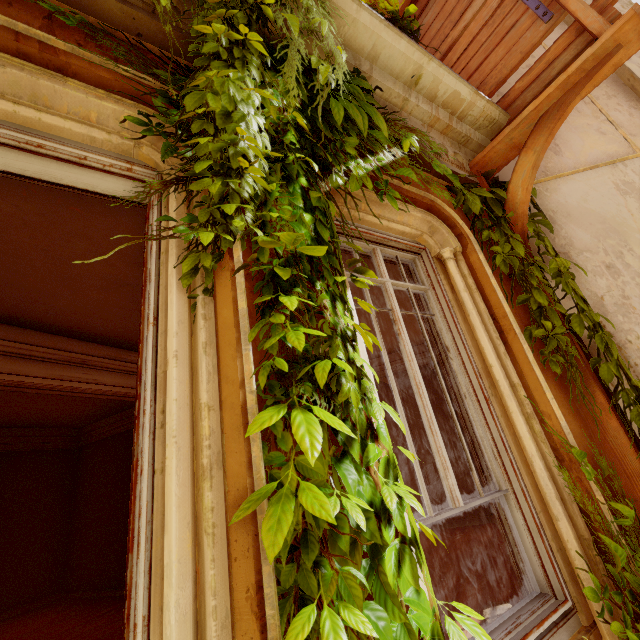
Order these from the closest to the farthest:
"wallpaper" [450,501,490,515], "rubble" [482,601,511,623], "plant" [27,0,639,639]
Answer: "plant" [27,0,639,639] < "rubble" [482,601,511,623] < "wallpaper" [450,501,490,515]

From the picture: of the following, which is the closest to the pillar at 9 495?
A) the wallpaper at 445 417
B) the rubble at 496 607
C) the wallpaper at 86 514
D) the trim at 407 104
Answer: the wallpaper at 86 514

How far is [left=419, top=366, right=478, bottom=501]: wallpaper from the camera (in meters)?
6.65

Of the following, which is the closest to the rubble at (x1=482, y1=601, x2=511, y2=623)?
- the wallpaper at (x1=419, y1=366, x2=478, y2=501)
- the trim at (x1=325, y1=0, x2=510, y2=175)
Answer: the wallpaper at (x1=419, y1=366, x2=478, y2=501)

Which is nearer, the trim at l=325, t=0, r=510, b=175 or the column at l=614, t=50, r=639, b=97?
the trim at l=325, t=0, r=510, b=175

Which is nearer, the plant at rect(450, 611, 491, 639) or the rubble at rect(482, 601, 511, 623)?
the plant at rect(450, 611, 491, 639)

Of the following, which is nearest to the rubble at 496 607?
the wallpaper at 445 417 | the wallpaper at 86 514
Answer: the wallpaper at 445 417

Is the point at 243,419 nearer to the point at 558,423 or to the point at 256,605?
the point at 256,605
